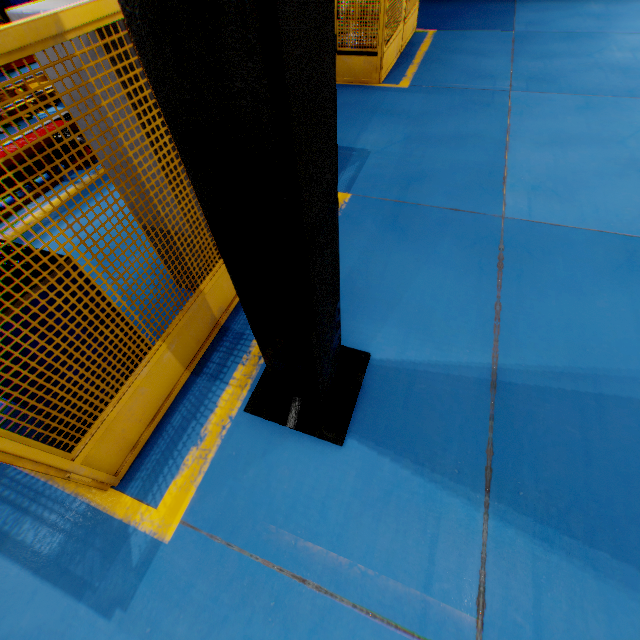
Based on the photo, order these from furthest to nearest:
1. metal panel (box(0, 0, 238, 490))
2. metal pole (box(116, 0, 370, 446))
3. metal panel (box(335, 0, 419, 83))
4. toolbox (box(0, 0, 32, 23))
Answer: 1. toolbox (box(0, 0, 32, 23))
2. metal panel (box(335, 0, 419, 83))
3. metal panel (box(0, 0, 238, 490))
4. metal pole (box(116, 0, 370, 446))

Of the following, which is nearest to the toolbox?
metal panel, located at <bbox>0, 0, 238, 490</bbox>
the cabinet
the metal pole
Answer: metal panel, located at <bbox>0, 0, 238, 490</bbox>

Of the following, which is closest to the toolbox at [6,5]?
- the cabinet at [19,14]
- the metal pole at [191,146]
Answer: the cabinet at [19,14]

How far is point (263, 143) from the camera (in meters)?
0.91

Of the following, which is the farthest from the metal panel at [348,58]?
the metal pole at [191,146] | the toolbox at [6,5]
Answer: the metal pole at [191,146]

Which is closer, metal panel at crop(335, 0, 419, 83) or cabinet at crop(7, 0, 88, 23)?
cabinet at crop(7, 0, 88, 23)

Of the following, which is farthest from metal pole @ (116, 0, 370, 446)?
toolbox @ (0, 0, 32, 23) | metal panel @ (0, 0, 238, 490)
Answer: toolbox @ (0, 0, 32, 23)

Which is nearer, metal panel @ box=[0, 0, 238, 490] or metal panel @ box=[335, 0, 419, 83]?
metal panel @ box=[0, 0, 238, 490]
